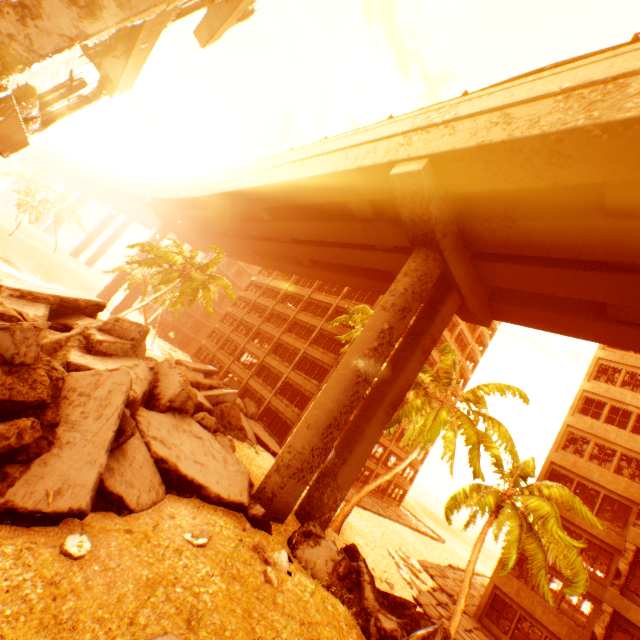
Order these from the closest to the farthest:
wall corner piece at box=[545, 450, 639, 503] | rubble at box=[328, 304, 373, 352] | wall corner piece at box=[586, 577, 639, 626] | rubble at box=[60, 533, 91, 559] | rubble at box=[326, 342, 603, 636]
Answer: rubble at box=[60, 533, 91, 559], rubble at box=[326, 342, 603, 636], wall corner piece at box=[586, 577, 639, 626], wall corner piece at box=[545, 450, 639, 503], rubble at box=[328, 304, 373, 352]

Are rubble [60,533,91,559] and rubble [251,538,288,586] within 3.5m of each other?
no

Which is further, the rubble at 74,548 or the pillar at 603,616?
the pillar at 603,616

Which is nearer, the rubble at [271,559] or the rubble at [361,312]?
the rubble at [271,559]

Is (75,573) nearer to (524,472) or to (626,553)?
(524,472)

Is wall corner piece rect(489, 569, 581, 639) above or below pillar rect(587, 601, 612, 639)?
below

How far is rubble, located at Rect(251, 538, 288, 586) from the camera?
7.9m

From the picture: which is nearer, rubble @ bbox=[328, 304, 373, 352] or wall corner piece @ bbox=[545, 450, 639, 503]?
wall corner piece @ bbox=[545, 450, 639, 503]
